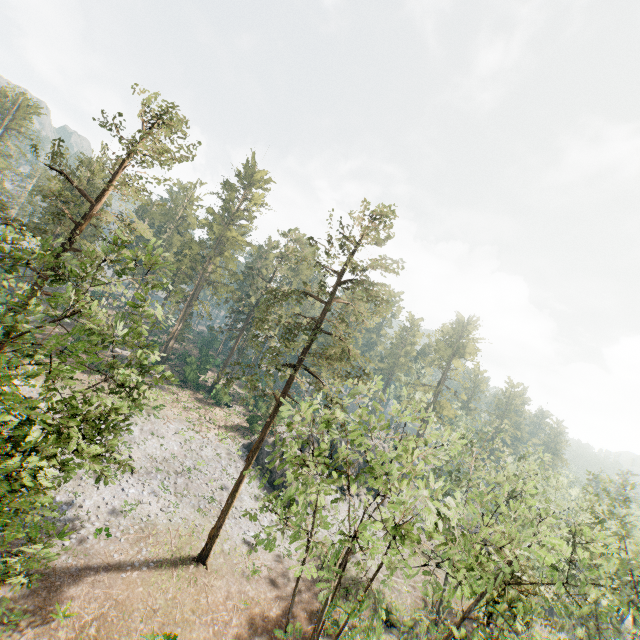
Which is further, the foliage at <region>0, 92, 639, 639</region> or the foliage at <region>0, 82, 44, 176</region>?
the foliage at <region>0, 82, 44, 176</region>

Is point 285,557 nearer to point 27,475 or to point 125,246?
point 27,475

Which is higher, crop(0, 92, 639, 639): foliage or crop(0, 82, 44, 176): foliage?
crop(0, 82, 44, 176): foliage

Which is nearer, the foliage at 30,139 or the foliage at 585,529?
the foliage at 585,529

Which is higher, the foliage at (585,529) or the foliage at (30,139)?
the foliage at (30,139)
